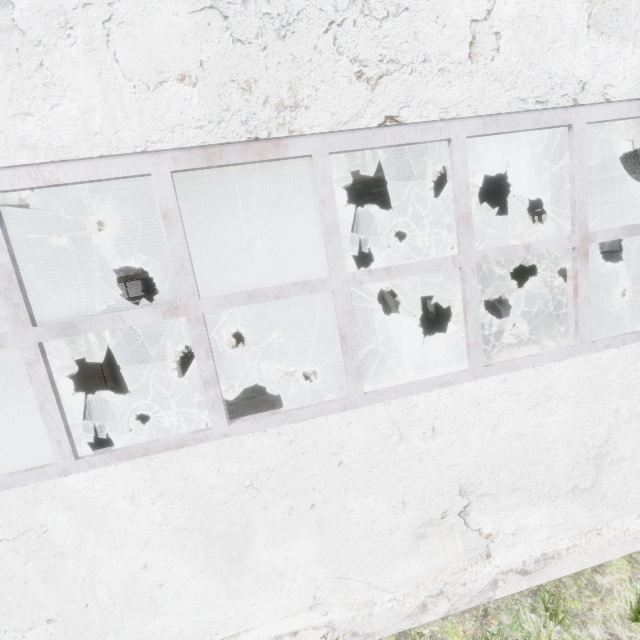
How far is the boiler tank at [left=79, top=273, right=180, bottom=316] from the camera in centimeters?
976cm

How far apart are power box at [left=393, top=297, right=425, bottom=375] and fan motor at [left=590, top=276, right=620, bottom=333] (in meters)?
6.08

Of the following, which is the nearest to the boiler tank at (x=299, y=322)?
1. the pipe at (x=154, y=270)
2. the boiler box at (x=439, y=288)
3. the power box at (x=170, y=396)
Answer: the boiler box at (x=439, y=288)

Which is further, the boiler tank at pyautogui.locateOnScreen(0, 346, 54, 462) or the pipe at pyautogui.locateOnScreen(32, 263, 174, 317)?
the pipe at pyautogui.locateOnScreen(32, 263, 174, 317)

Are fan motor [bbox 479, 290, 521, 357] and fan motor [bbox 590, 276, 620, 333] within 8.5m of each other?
yes

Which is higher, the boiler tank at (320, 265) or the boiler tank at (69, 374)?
the boiler tank at (320, 265)

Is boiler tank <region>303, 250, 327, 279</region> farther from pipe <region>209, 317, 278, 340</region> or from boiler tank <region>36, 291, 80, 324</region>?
boiler tank <region>36, 291, 80, 324</region>

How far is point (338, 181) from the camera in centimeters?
1177cm
